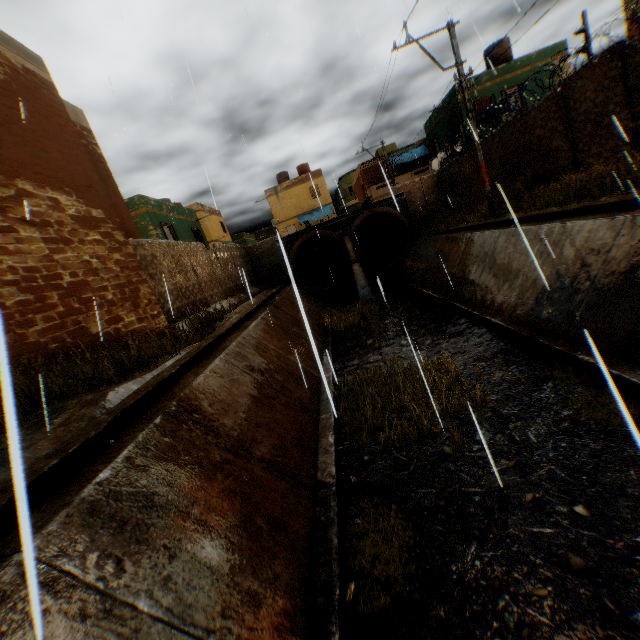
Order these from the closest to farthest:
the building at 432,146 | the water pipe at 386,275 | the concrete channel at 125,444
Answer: the concrete channel at 125,444 → the water pipe at 386,275 → the building at 432,146

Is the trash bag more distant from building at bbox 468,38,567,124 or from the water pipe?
building at bbox 468,38,567,124

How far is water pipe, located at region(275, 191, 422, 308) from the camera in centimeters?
1944cm

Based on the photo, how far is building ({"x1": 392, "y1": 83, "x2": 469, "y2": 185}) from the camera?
21.3m

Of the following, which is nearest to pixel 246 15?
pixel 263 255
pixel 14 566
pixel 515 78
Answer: pixel 14 566

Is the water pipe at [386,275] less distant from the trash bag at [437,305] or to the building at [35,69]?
the building at [35,69]
